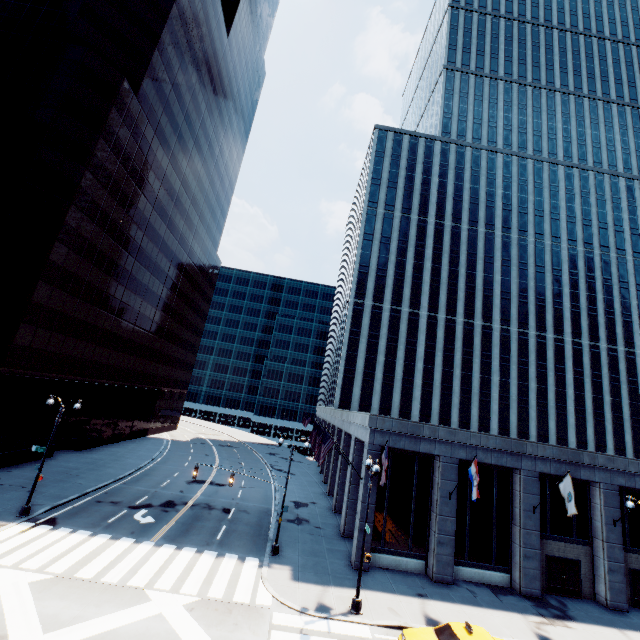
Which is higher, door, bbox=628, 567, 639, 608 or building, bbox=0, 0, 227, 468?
building, bbox=0, 0, 227, 468

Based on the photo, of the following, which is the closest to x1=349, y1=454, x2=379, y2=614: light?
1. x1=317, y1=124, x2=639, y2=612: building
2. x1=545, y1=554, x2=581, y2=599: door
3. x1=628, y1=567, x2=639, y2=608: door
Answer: x1=317, y1=124, x2=639, y2=612: building

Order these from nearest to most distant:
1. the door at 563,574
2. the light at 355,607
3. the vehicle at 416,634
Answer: the vehicle at 416,634
the light at 355,607
the door at 563,574

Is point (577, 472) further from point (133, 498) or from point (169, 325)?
point (169, 325)

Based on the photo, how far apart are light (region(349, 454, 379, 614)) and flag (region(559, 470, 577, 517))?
12.40m

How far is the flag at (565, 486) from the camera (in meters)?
19.50

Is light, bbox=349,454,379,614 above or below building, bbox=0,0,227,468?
below

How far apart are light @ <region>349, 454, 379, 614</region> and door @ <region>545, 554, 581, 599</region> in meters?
14.7
